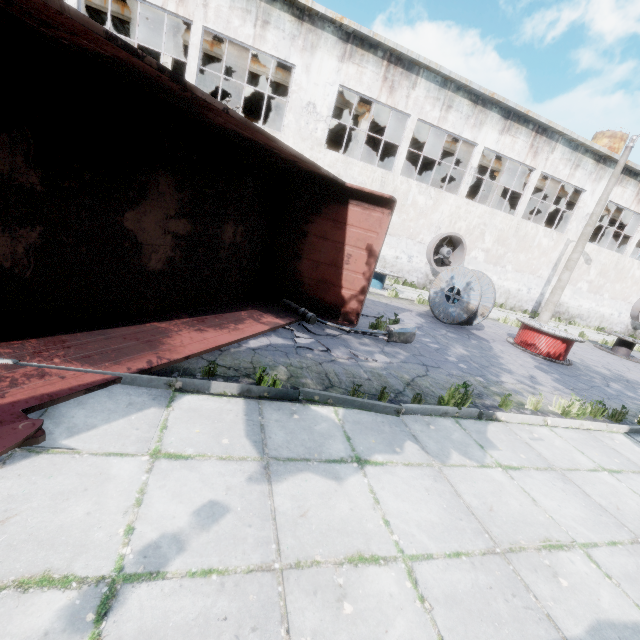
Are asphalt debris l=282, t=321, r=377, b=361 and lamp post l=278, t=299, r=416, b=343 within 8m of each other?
yes

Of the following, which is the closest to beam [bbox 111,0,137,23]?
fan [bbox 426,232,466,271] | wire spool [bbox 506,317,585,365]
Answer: fan [bbox 426,232,466,271]

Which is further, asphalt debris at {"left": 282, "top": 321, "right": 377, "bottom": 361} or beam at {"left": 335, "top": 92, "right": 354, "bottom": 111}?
beam at {"left": 335, "top": 92, "right": 354, "bottom": 111}

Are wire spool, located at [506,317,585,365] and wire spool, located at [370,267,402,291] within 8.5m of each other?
yes

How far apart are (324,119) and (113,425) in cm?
1536

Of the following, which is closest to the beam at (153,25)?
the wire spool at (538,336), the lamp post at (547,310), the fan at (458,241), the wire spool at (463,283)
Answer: the fan at (458,241)

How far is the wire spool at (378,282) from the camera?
14.07m

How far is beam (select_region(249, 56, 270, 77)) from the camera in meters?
15.4 m
